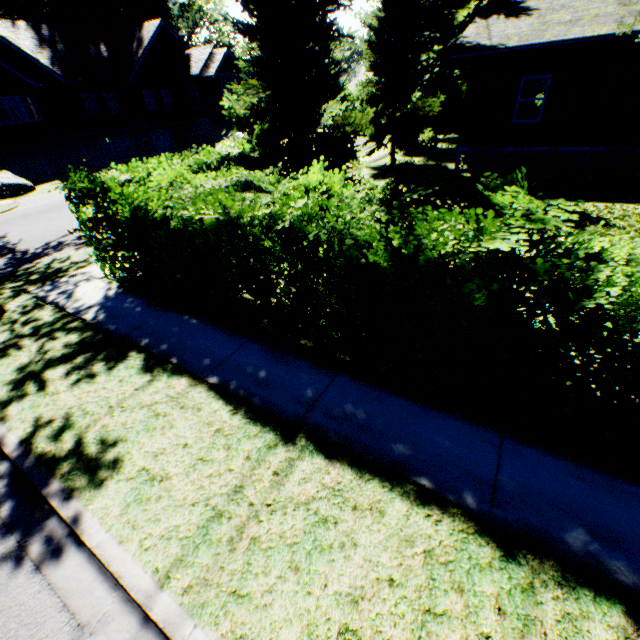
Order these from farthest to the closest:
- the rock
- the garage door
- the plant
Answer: the plant → the garage door → the rock

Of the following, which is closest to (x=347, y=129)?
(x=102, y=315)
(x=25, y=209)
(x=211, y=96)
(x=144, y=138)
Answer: (x=102, y=315)

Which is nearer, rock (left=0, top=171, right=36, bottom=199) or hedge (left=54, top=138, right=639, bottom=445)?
hedge (left=54, top=138, right=639, bottom=445)

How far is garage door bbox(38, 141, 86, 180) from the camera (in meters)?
26.12

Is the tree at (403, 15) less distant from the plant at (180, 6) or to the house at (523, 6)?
the house at (523, 6)

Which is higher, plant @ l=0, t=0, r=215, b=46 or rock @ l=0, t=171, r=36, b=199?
plant @ l=0, t=0, r=215, b=46

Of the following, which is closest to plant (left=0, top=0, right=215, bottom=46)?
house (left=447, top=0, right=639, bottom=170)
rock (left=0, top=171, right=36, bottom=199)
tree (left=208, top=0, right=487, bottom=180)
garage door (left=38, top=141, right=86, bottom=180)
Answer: tree (left=208, top=0, right=487, bottom=180)

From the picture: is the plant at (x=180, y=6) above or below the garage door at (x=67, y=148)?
above
